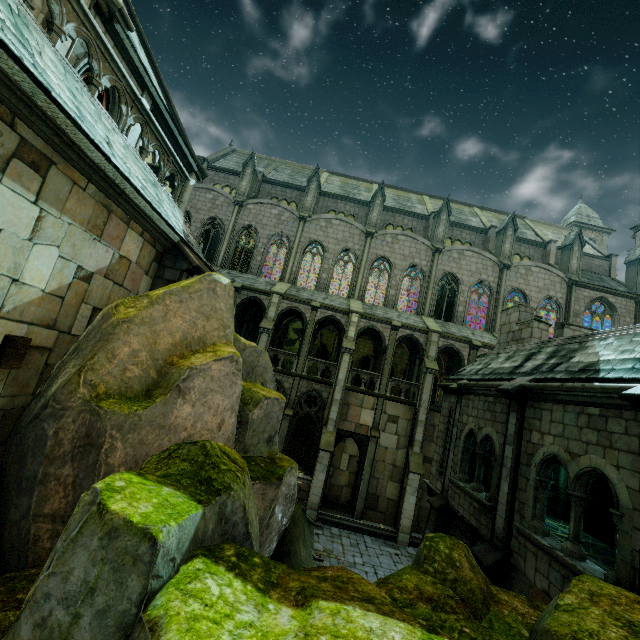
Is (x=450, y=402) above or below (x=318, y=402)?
above

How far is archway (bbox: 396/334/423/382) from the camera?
23.6 meters

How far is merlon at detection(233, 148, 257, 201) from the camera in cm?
2844

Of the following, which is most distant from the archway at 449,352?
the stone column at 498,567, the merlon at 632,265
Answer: the stone column at 498,567

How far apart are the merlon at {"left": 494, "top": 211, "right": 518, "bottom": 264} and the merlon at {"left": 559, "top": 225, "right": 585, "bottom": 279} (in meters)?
4.62

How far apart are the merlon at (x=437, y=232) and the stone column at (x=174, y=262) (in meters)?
23.40

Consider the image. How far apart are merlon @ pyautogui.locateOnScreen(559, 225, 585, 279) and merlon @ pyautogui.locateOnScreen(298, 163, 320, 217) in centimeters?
2258cm
